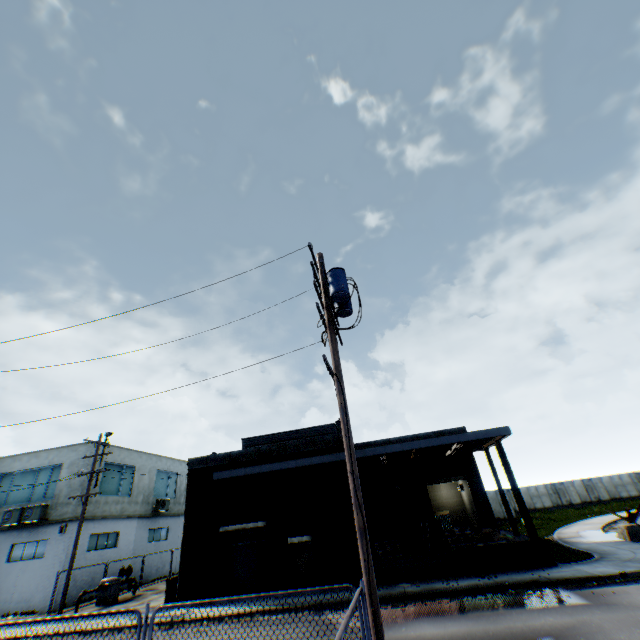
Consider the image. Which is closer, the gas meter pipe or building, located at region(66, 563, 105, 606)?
the gas meter pipe

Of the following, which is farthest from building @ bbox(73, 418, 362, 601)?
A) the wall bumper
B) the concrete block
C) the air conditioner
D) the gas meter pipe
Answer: the air conditioner

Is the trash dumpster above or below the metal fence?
below

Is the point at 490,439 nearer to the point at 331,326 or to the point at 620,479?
the point at 331,326

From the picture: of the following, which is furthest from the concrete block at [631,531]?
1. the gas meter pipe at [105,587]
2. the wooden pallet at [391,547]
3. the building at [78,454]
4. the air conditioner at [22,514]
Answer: the air conditioner at [22,514]

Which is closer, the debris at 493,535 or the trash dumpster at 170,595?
the debris at 493,535

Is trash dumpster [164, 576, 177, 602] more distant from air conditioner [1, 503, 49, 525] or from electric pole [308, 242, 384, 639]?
electric pole [308, 242, 384, 639]

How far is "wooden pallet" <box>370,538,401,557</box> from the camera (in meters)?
16.28
